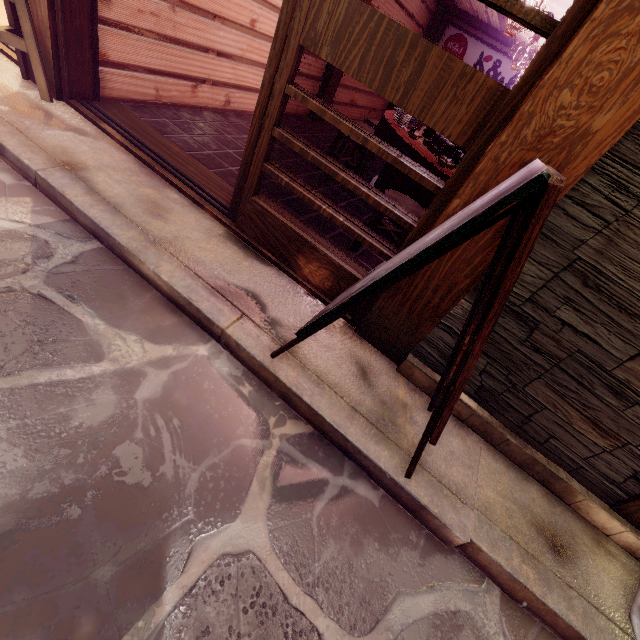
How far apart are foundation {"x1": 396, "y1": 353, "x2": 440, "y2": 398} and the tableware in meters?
4.3 m

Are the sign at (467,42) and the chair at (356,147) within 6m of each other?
no

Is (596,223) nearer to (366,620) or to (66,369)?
(366,620)

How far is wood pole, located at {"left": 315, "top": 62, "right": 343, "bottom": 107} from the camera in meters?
10.9 m

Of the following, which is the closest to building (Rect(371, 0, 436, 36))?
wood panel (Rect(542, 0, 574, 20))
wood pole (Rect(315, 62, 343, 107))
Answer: wood pole (Rect(315, 62, 343, 107))

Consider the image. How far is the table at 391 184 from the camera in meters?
5.9

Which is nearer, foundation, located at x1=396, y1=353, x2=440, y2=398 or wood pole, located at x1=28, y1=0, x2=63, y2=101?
foundation, located at x1=396, y1=353, x2=440, y2=398

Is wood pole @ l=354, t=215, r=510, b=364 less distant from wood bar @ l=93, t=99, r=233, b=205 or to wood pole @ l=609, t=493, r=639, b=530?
wood bar @ l=93, t=99, r=233, b=205
